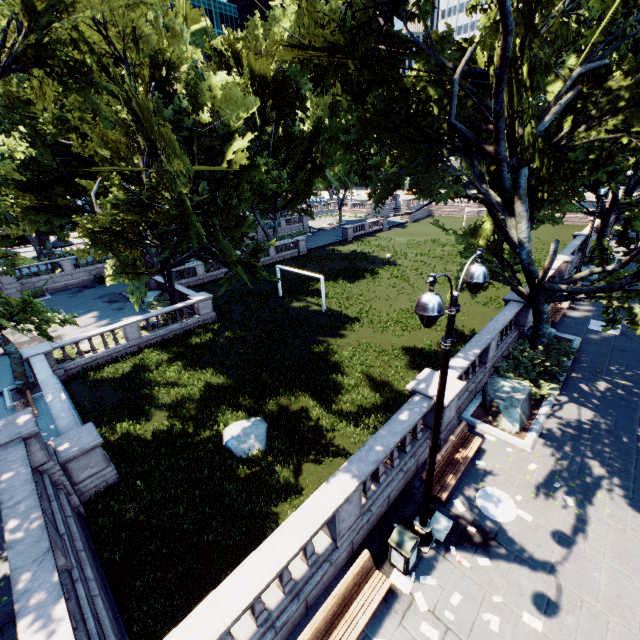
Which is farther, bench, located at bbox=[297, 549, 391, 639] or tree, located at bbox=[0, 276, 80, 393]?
tree, located at bbox=[0, 276, 80, 393]

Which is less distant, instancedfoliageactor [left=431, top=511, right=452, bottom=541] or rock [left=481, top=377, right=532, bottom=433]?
instancedfoliageactor [left=431, top=511, right=452, bottom=541]

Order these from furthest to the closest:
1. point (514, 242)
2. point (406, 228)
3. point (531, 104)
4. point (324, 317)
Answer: point (406, 228) → point (324, 317) → point (514, 242) → point (531, 104)

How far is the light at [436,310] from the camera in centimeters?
477cm

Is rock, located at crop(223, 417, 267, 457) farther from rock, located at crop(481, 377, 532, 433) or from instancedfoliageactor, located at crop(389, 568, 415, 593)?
rock, located at crop(481, 377, 532, 433)

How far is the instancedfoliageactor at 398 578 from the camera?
7.5 meters

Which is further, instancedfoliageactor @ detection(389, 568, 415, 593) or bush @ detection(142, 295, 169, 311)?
bush @ detection(142, 295, 169, 311)

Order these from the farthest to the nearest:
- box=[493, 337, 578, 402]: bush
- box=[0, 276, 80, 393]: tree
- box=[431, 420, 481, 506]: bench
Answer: box=[0, 276, 80, 393]: tree < box=[493, 337, 578, 402]: bush < box=[431, 420, 481, 506]: bench
